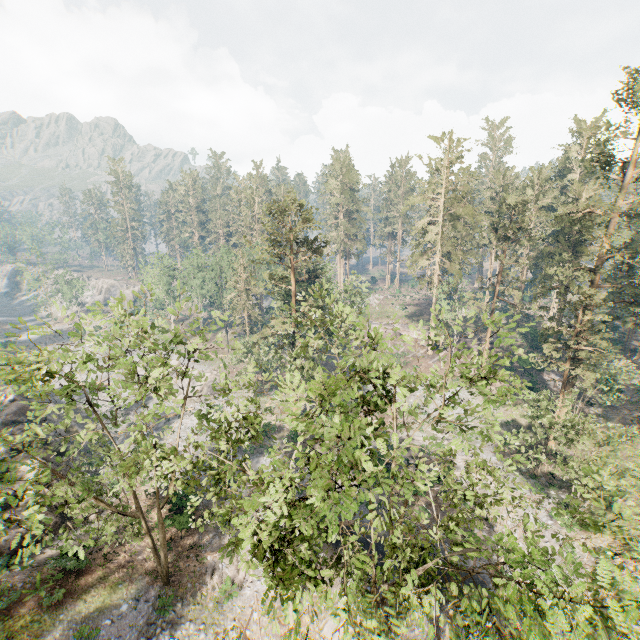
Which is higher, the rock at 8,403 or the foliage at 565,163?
the foliage at 565,163

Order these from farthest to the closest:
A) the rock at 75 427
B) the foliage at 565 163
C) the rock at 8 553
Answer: the rock at 75 427 < the rock at 8 553 < the foliage at 565 163

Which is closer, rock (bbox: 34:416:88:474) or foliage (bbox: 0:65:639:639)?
foliage (bbox: 0:65:639:639)

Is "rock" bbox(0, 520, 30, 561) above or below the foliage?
below

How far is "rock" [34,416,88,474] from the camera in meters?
27.7

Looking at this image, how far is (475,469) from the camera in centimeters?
1384cm

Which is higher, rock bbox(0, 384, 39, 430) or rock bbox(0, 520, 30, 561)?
rock bbox(0, 384, 39, 430)
